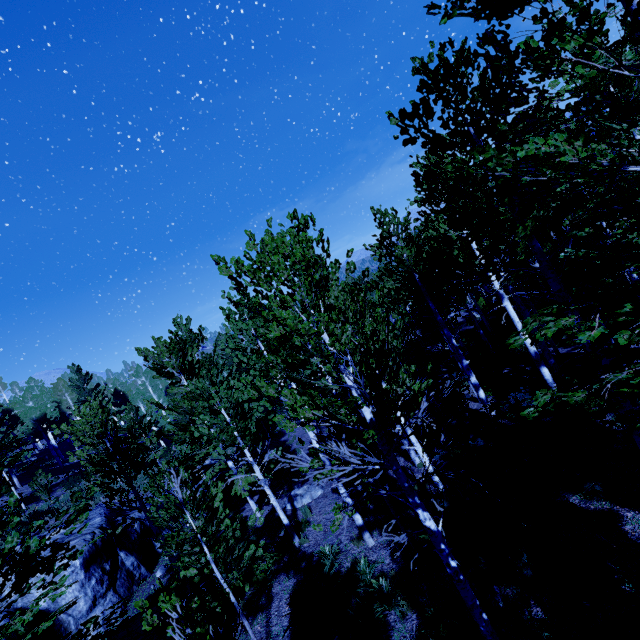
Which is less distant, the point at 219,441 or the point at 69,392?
the point at 219,441

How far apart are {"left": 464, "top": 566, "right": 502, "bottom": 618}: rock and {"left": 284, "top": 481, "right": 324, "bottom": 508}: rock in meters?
8.1 m

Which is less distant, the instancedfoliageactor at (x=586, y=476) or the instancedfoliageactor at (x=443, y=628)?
the instancedfoliageactor at (x=443, y=628)

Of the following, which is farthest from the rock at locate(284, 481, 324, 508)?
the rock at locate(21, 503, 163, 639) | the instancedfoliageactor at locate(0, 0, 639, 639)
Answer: the rock at locate(21, 503, 163, 639)

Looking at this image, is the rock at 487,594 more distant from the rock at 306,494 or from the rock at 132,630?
the rock at 306,494

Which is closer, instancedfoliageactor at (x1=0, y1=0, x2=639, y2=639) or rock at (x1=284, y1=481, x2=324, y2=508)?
instancedfoliageactor at (x1=0, y1=0, x2=639, y2=639)

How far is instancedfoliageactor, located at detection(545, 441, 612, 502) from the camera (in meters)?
6.82
